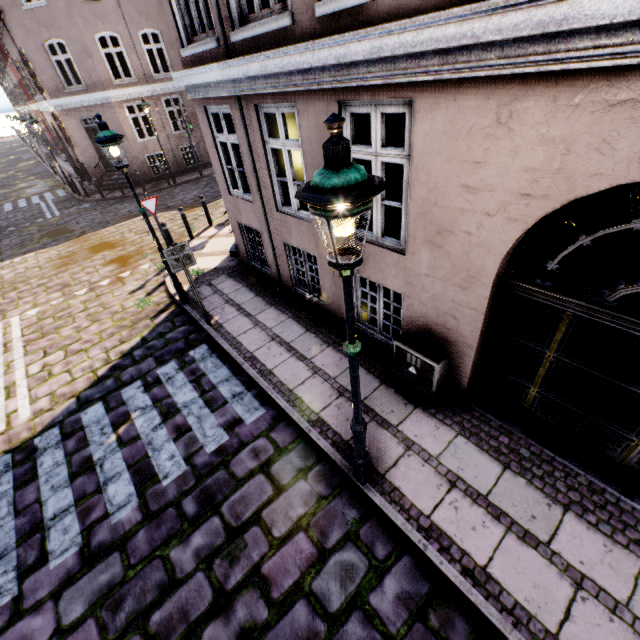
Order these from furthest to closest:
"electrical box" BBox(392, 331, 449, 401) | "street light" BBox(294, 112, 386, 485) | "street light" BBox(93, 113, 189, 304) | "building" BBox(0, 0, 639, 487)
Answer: "street light" BBox(93, 113, 189, 304) < "electrical box" BBox(392, 331, 449, 401) < "building" BBox(0, 0, 639, 487) < "street light" BBox(294, 112, 386, 485)

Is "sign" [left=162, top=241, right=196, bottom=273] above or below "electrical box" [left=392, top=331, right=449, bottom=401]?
above

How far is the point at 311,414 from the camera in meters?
5.0

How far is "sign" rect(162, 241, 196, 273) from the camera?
5.95m

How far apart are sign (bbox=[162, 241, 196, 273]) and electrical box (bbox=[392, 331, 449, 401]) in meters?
4.1 m

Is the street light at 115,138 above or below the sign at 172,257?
above

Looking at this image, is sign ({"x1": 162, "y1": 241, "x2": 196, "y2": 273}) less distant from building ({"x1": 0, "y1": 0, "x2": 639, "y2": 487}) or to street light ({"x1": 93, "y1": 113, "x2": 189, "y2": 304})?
street light ({"x1": 93, "y1": 113, "x2": 189, "y2": 304})

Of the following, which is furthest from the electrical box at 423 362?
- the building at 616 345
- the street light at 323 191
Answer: the street light at 323 191
